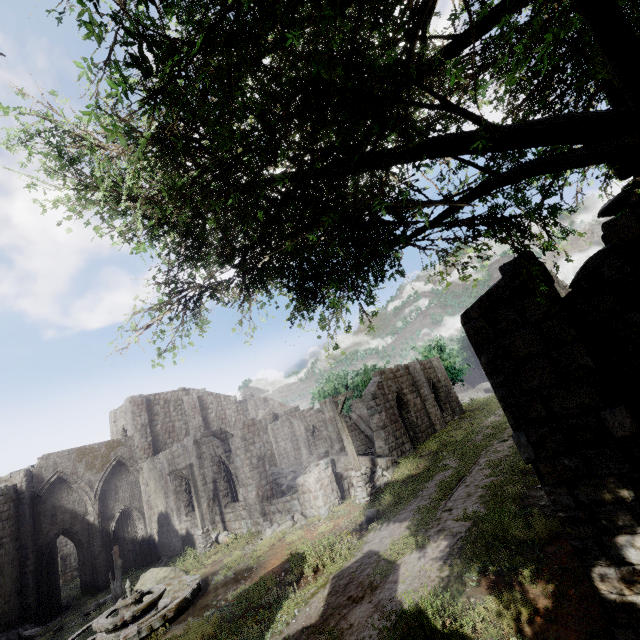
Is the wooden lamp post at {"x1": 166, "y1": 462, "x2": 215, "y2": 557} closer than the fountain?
No

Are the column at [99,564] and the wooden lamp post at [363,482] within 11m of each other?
no

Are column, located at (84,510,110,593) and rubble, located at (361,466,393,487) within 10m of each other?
no

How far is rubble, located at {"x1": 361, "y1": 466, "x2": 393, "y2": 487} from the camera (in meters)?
15.97

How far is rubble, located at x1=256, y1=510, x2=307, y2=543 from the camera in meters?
14.3 m

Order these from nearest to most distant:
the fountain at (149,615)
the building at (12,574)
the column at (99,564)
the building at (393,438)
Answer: the fountain at (149,615)
the building at (12,574)
the building at (393,438)
the column at (99,564)

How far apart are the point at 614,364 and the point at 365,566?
7.5m

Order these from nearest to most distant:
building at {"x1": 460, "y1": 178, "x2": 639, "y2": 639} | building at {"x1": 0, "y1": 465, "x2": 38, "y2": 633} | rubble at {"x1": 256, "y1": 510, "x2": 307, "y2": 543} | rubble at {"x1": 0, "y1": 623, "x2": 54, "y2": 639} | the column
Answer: building at {"x1": 460, "y1": 178, "x2": 639, "y2": 639} → rubble at {"x1": 256, "y1": 510, "x2": 307, "y2": 543} → rubble at {"x1": 0, "y1": 623, "x2": 54, "y2": 639} → building at {"x1": 0, "y1": 465, "x2": 38, "y2": 633} → the column
